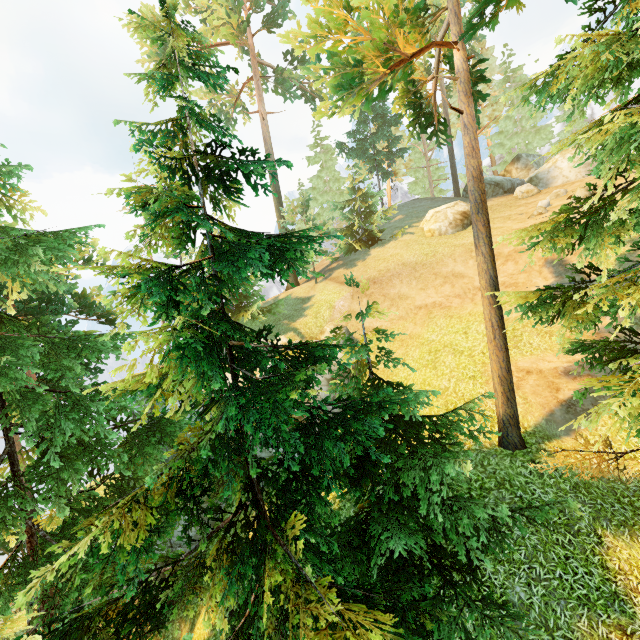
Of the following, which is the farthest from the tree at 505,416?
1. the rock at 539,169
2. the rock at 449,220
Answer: the rock at 449,220

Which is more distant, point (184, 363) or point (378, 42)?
point (378, 42)

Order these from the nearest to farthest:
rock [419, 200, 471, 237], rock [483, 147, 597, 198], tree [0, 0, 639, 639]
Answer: tree [0, 0, 639, 639], rock [419, 200, 471, 237], rock [483, 147, 597, 198]

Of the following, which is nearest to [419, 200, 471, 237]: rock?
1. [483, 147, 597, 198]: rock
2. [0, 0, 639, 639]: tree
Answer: [483, 147, 597, 198]: rock

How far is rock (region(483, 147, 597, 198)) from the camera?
26.6m

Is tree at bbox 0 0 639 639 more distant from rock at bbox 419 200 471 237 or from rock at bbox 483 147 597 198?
rock at bbox 419 200 471 237

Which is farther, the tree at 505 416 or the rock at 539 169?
the rock at 539 169
